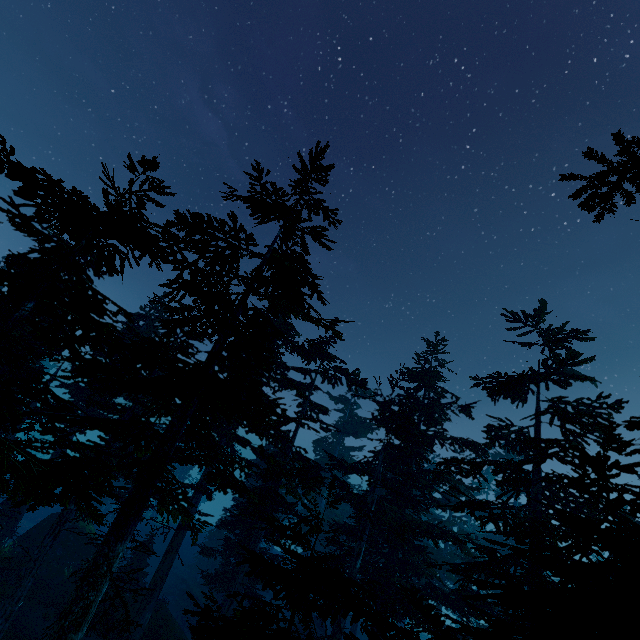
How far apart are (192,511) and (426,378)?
18.9 meters

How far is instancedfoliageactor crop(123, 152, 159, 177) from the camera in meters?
8.0 m

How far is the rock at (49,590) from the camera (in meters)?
19.42

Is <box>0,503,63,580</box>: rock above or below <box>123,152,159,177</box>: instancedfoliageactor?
below

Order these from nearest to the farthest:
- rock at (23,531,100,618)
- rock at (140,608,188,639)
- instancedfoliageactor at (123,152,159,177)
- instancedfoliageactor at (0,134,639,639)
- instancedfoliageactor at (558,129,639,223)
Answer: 1. instancedfoliageactor at (558,129,639,223)
2. instancedfoliageactor at (0,134,639,639)
3. instancedfoliageactor at (123,152,159,177)
4. rock at (140,608,188,639)
5. rock at (23,531,100,618)

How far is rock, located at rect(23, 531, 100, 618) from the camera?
19.4m

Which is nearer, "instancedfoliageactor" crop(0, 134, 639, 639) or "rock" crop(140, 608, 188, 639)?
"instancedfoliageactor" crop(0, 134, 639, 639)

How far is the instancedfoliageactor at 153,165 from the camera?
8.0 meters
